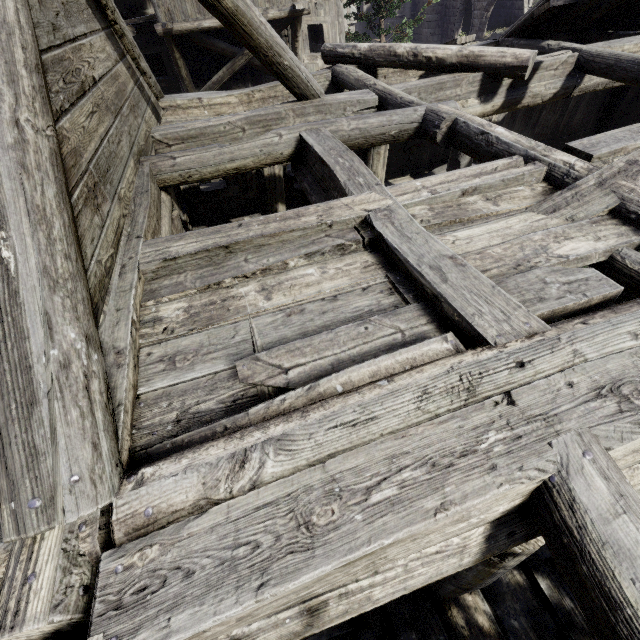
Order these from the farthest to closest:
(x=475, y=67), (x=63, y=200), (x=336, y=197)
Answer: (x=475, y=67)
(x=336, y=197)
(x=63, y=200)

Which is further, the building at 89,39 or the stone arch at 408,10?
the stone arch at 408,10

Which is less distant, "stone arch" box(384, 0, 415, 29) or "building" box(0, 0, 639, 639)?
"building" box(0, 0, 639, 639)
